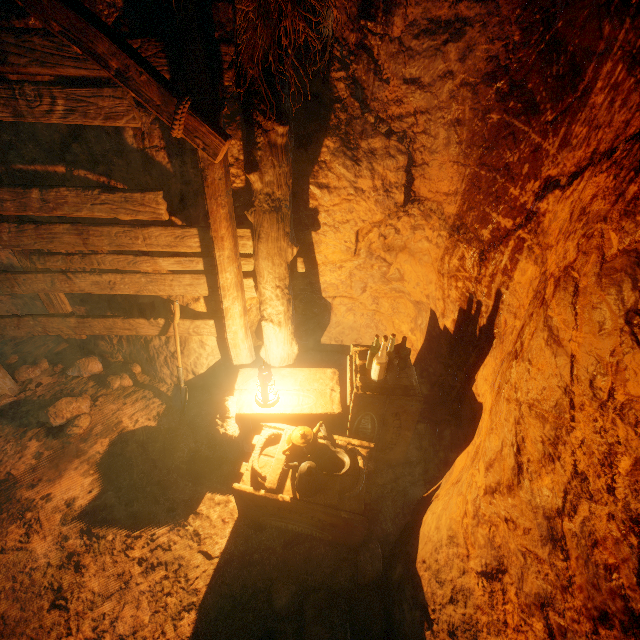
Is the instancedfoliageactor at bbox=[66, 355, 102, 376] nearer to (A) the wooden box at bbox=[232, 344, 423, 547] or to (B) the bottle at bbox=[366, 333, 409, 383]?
(A) the wooden box at bbox=[232, 344, 423, 547]

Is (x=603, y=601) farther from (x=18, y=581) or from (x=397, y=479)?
(x=18, y=581)

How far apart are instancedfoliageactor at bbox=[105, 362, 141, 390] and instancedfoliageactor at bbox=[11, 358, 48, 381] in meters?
0.9

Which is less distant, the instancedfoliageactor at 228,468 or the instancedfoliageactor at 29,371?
the instancedfoliageactor at 228,468

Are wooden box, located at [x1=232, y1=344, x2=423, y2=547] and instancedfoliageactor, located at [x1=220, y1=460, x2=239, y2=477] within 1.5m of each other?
yes

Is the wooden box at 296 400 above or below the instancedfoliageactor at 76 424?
above

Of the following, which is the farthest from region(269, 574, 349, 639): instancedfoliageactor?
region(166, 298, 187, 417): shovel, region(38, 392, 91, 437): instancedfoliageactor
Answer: region(38, 392, 91, 437): instancedfoliageactor

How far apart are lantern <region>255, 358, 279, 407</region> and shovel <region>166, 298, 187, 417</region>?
0.9m
